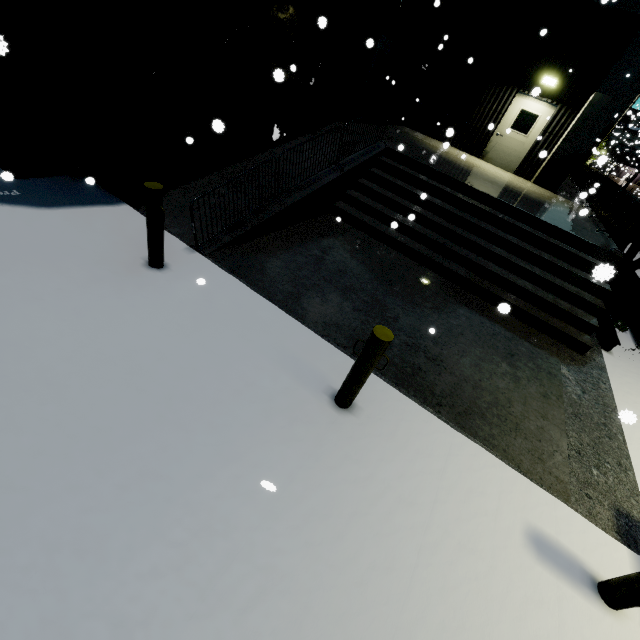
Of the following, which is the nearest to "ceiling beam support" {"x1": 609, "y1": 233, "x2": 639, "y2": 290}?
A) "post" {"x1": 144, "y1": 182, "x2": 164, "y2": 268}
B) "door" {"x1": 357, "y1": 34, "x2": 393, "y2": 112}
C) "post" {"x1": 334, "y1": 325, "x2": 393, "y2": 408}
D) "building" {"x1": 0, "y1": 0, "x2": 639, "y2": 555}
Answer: "building" {"x1": 0, "y1": 0, "x2": 639, "y2": 555}

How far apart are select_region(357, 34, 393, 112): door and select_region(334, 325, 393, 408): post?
12.75m

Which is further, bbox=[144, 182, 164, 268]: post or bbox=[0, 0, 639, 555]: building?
bbox=[0, 0, 639, 555]: building

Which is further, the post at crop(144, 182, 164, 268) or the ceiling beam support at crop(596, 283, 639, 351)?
the ceiling beam support at crop(596, 283, 639, 351)

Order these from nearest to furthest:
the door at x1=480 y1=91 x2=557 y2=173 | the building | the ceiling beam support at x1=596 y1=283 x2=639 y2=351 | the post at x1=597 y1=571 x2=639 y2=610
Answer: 1. the post at x1=597 y1=571 x2=639 y2=610
2. the building
3. the ceiling beam support at x1=596 y1=283 x2=639 y2=351
4. the door at x1=480 y1=91 x2=557 y2=173

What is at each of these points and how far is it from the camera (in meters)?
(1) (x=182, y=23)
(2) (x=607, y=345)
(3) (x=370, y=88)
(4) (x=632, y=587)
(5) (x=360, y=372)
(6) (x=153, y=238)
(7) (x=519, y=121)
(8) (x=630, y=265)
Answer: (1) building, 6.30
(2) ceiling beam support, 7.21
(3) door, 12.99
(4) post, 2.79
(5) post, 3.30
(6) post, 4.22
(7) door, 12.43
(8) ceiling beam support, 9.25

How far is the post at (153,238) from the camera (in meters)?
3.86

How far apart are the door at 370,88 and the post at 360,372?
12.75m
